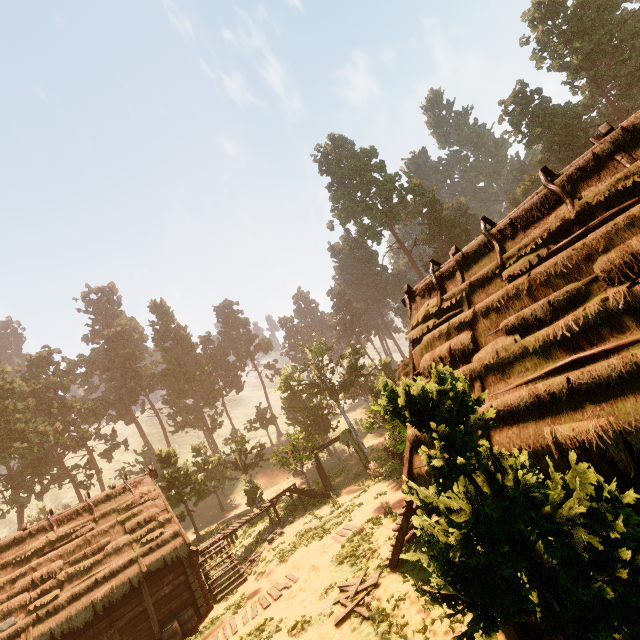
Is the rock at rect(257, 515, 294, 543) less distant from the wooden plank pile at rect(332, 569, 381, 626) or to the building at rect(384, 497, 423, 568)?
the building at rect(384, 497, 423, 568)

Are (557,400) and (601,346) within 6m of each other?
yes

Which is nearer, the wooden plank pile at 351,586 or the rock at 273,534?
the wooden plank pile at 351,586

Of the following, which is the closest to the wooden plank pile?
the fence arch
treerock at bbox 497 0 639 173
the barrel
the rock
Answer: treerock at bbox 497 0 639 173

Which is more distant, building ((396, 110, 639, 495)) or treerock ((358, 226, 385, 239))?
treerock ((358, 226, 385, 239))

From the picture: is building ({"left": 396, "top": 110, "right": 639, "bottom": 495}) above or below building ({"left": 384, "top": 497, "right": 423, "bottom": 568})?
above

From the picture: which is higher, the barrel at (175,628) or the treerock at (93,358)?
the treerock at (93,358)
